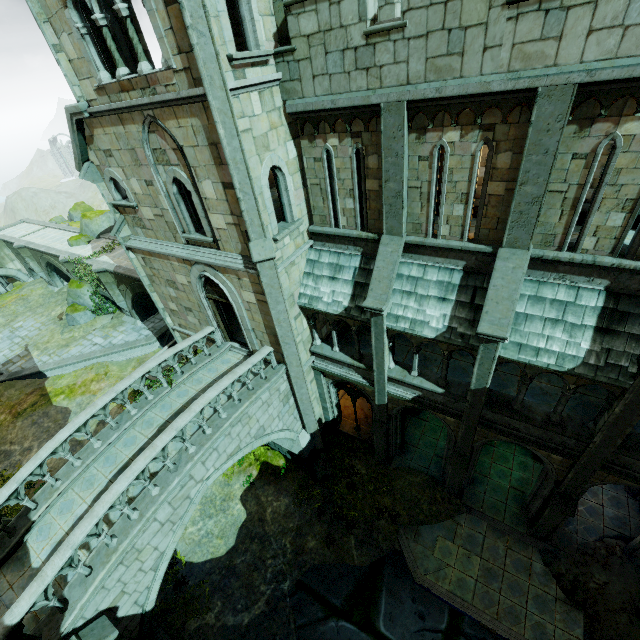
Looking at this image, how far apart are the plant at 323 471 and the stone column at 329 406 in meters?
1.2

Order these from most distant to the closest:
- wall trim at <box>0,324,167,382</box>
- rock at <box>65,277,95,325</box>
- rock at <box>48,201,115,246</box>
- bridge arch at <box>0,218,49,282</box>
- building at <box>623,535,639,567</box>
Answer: bridge arch at <box>0,218,49,282</box>
rock at <box>48,201,115,246</box>
rock at <box>65,277,95,325</box>
wall trim at <box>0,324,167,382</box>
building at <box>623,535,639,567</box>

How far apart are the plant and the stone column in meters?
1.2

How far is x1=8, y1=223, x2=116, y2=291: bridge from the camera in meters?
26.2 m

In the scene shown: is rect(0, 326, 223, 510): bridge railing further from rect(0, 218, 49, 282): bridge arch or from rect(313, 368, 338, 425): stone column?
rect(0, 218, 49, 282): bridge arch

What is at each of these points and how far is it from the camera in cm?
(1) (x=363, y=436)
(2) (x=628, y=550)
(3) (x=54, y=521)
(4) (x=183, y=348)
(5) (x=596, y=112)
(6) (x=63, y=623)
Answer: (1) wall trim, 1582
(2) building, 1128
(3) bridge, 908
(4) bridge railing, 1225
(5) building, 608
(6) bridge, 718

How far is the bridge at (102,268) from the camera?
21.67m

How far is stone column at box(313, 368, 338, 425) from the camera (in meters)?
14.28
